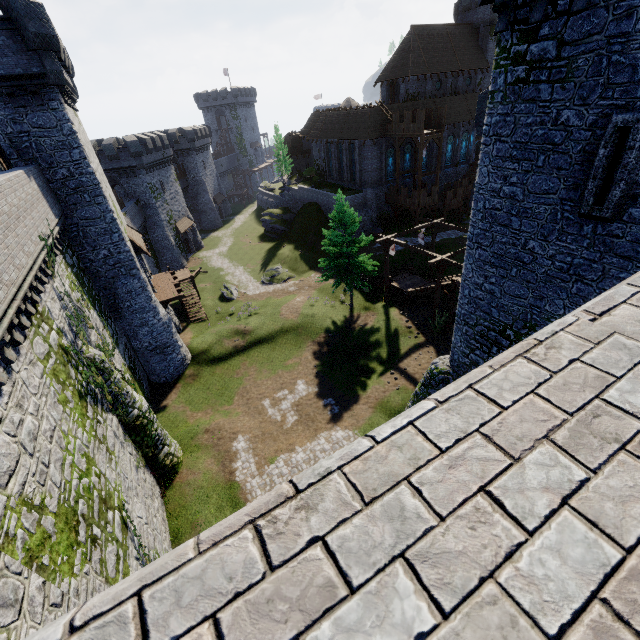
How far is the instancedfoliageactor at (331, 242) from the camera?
26.64m

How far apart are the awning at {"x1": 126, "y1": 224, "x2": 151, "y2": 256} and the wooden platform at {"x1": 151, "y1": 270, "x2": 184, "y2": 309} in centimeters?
309cm

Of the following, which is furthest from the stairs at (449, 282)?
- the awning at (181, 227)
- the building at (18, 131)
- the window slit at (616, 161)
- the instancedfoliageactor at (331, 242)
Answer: the awning at (181, 227)

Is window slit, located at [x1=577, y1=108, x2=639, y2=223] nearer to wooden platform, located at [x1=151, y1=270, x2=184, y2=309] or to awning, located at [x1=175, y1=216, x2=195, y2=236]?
wooden platform, located at [x1=151, y1=270, x2=184, y2=309]

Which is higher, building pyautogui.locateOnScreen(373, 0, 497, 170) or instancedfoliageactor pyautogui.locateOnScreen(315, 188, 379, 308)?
building pyautogui.locateOnScreen(373, 0, 497, 170)

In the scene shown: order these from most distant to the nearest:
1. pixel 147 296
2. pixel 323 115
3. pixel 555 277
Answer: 1. pixel 323 115
2. pixel 147 296
3. pixel 555 277

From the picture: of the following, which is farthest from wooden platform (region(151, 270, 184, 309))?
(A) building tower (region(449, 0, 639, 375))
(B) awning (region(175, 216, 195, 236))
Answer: (A) building tower (region(449, 0, 639, 375))

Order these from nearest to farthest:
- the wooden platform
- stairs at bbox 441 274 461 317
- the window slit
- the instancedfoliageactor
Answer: the window slit → stairs at bbox 441 274 461 317 → the wooden platform → the instancedfoliageactor
